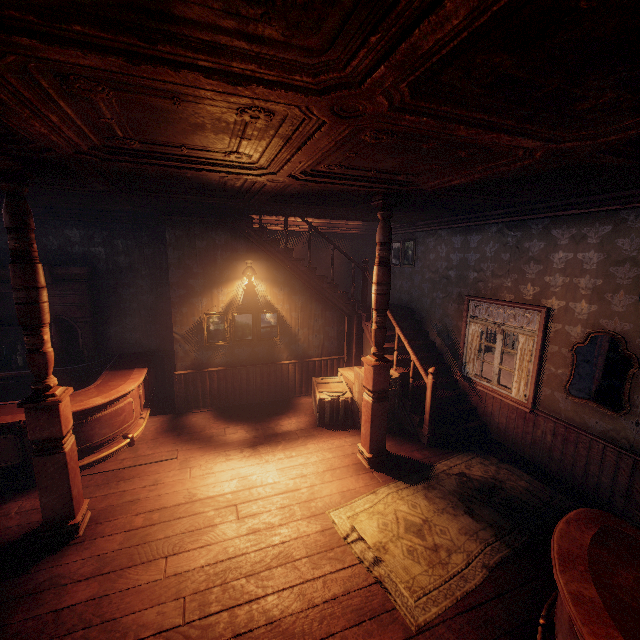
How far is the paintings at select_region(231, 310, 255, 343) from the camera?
6.49m

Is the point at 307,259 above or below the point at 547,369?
above

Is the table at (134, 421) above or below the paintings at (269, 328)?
below

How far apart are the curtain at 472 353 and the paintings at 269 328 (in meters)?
3.75

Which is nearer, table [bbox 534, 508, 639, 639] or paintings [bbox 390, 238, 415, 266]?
table [bbox 534, 508, 639, 639]

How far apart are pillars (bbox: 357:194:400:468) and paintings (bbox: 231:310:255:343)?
2.5m

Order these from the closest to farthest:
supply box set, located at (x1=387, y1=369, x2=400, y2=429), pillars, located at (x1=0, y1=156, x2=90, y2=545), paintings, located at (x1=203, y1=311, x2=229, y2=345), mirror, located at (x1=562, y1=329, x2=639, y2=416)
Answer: pillars, located at (x1=0, y1=156, x2=90, y2=545) → mirror, located at (x1=562, y1=329, x2=639, y2=416) → supply box set, located at (x1=387, y1=369, x2=400, y2=429) → paintings, located at (x1=203, y1=311, x2=229, y2=345)

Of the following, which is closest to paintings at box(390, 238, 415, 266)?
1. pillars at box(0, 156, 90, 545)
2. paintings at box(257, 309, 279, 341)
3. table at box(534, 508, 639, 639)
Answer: paintings at box(257, 309, 279, 341)
